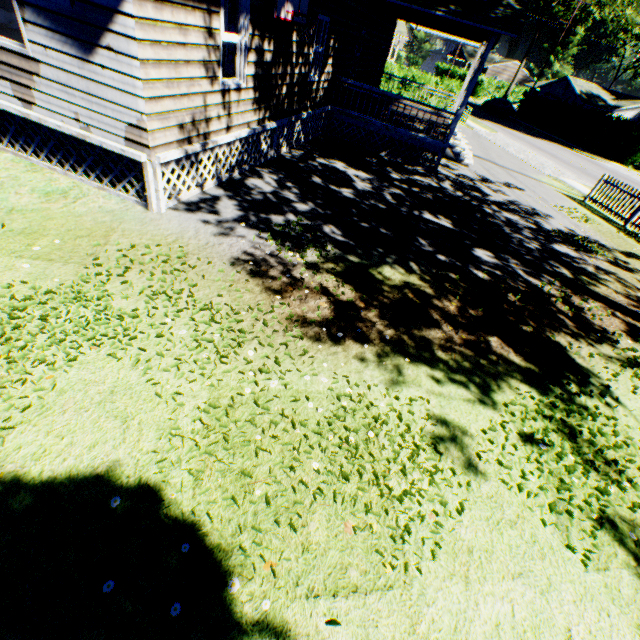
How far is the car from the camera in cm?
3850

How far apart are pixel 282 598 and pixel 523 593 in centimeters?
223cm

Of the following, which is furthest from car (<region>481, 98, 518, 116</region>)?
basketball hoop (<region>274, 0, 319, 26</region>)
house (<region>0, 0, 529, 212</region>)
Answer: basketball hoop (<region>274, 0, 319, 26</region>)

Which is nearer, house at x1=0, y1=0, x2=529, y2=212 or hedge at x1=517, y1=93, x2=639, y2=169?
house at x1=0, y1=0, x2=529, y2=212

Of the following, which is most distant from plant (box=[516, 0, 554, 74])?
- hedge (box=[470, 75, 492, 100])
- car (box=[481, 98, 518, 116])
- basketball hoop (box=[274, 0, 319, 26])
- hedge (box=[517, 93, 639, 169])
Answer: basketball hoop (box=[274, 0, 319, 26])

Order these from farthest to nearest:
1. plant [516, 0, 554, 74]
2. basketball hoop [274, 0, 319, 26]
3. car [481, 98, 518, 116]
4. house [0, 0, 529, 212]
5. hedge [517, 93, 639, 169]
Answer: plant [516, 0, 554, 74]
car [481, 98, 518, 116]
hedge [517, 93, 639, 169]
basketball hoop [274, 0, 319, 26]
house [0, 0, 529, 212]

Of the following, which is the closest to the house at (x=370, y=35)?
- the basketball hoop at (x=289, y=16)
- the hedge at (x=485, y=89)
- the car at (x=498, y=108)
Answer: the basketball hoop at (x=289, y=16)

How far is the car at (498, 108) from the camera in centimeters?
3850cm
